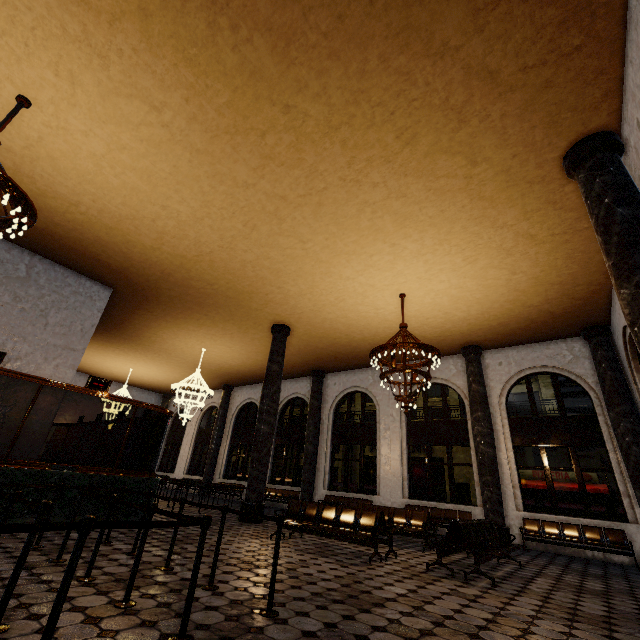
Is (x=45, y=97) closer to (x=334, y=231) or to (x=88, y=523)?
(x=334, y=231)
